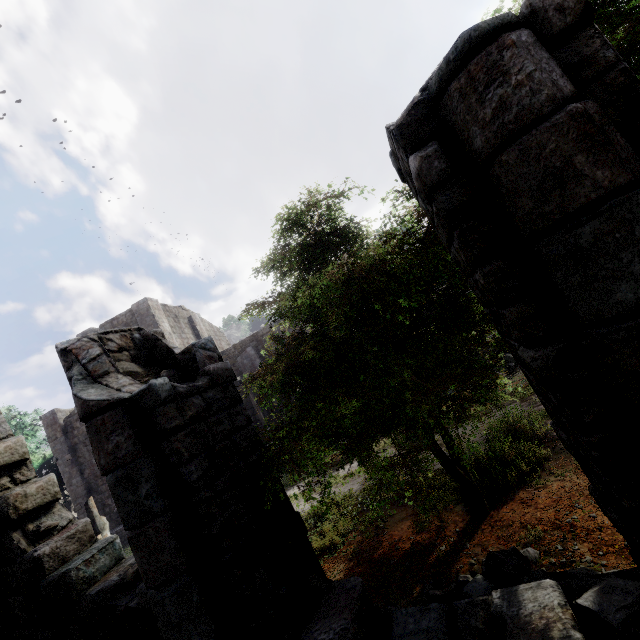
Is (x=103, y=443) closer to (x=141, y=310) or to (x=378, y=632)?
(x=378, y=632)

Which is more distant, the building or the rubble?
the rubble

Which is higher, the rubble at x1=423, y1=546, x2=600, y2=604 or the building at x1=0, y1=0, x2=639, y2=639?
the building at x1=0, y1=0, x2=639, y2=639

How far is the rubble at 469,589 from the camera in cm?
437

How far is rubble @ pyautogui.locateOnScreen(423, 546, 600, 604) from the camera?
4.4 meters

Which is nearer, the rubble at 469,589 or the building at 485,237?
the building at 485,237
